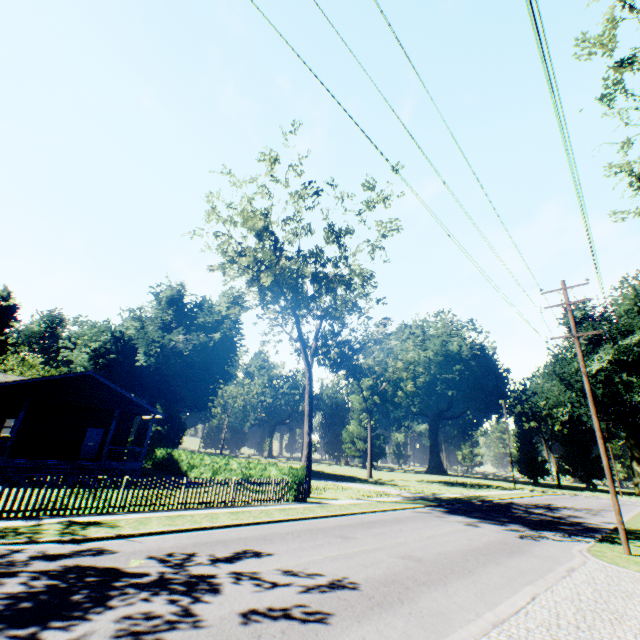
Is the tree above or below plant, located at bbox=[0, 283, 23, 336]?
below

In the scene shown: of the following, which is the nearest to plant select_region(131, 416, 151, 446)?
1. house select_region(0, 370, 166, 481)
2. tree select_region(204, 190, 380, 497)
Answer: house select_region(0, 370, 166, 481)

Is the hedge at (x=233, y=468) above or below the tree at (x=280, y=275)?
below

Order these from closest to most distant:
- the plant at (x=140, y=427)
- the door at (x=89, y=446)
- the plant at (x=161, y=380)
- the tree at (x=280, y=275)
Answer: the tree at (x=280, y=275) → the door at (x=89, y=446) → the plant at (x=161, y=380) → the plant at (x=140, y=427)

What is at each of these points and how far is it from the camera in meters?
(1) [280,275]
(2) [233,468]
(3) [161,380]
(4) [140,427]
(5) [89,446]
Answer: (1) tree, 22.2
(2) hedge, 22.8
(3) plant, 40.2
(4) plant, 41.7
(5) door, 25.2

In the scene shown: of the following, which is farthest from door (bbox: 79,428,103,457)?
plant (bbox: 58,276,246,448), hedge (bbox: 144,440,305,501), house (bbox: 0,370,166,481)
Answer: plant (bbox: 58,276,246,448)

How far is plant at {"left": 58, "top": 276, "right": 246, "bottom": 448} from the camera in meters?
37.3

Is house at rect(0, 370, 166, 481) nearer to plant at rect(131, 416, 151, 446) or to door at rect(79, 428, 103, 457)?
door at rect(79, 428, 103, 457)
